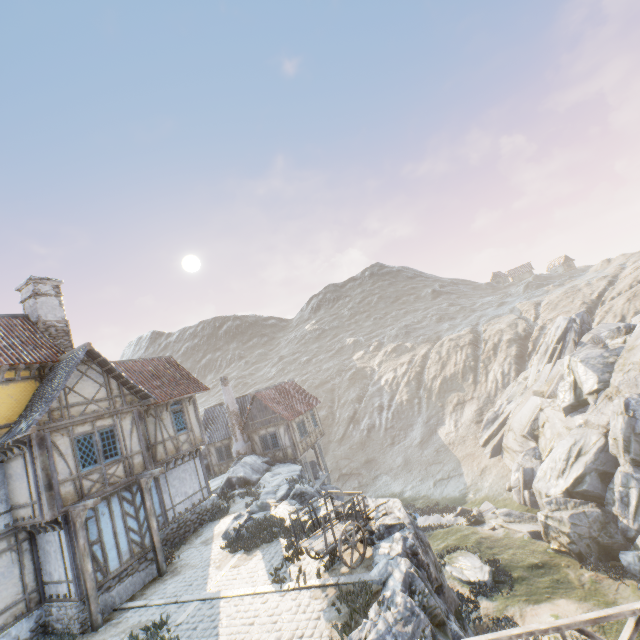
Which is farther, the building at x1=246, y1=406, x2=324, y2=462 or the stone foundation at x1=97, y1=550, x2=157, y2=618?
the building at x1=246, y1=406, x2=324, y2=462

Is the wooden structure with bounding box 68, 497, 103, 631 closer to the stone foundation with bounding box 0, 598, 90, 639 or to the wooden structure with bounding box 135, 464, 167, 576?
the stone foundation with bounding box 0, 598, 90, 639

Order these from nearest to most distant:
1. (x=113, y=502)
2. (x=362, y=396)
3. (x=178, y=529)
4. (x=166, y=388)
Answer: (x=113, y=502) → (x=178, y=529) → (x=166, y=388) → (x=362, y=396)

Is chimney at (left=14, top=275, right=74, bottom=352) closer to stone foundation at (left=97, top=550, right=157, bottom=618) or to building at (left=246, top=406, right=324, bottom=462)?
stone foundation at (left=97, top=550, right=157, bottom=618)

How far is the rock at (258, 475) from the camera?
15.0m

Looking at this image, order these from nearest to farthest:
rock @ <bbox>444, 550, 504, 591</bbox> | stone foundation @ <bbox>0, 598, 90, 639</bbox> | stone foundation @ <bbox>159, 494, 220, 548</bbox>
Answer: stone foundation @ <bbox>0, 598, 90, 639</bbox> → stone foundation @ <bbox>159, 494, 220, 548</bbox> → rock @ <bbox>444, 550, 504, 591</bbox>

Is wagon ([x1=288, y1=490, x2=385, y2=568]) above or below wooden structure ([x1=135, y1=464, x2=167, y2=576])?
below

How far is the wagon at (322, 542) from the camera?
9.40m
